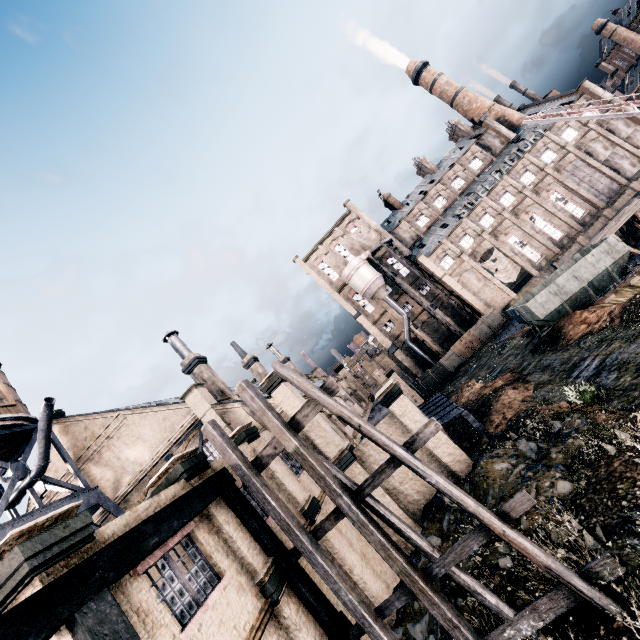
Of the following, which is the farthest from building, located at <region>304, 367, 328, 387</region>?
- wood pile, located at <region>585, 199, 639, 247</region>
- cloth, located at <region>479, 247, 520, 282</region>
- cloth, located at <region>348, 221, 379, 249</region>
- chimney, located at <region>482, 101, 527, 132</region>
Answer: chimney, located at <region>482, 101, 527, 132</region>

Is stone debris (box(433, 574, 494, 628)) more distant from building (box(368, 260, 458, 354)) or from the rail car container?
building (box(368, 260, 458, 354))

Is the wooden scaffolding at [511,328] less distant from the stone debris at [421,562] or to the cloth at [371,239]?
the stone debris at [421,562]

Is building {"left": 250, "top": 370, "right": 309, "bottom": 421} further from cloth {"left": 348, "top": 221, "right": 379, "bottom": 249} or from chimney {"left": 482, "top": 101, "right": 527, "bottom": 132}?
chimney {"left": 482, "top": 101, "right": 527, "bottom": 132}

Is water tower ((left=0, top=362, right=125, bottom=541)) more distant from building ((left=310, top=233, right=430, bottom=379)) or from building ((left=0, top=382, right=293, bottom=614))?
building ((left=310, top=233, right=430, bottom=379))

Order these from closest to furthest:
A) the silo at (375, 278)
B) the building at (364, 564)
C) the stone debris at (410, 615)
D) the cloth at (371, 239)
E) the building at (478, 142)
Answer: the stone debris at (410, 615), the building at (364, 564), the building at (478, 142), the silo at (375, 278), the cloth at (371, 239)

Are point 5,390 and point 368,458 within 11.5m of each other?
no

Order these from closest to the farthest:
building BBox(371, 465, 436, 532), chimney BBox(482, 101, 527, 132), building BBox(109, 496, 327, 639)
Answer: building BBox(109, 496, 327, 639) < building BBox(371, 465, 436, 532) < chimney BBox(482, 101, 527, 132)
